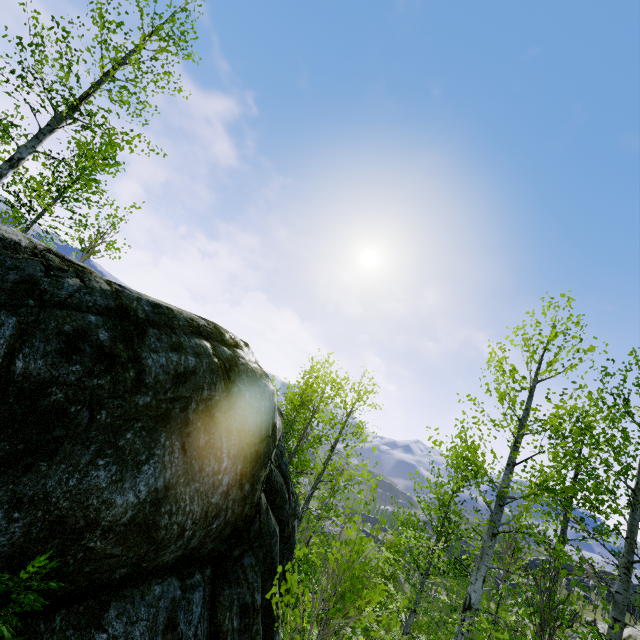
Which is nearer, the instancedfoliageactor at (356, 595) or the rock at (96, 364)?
the rock at (96, 364)

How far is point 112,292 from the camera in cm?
476

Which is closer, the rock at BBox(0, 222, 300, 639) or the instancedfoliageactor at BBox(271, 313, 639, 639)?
the rock at BBox(0, 222, 300, 639)
